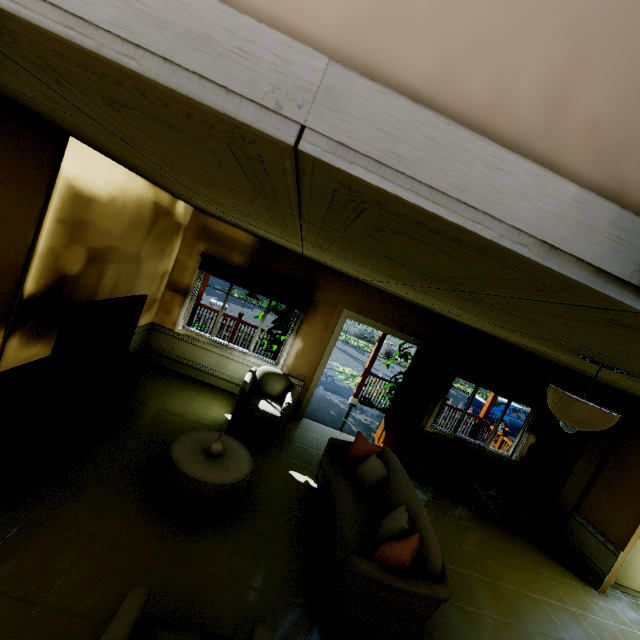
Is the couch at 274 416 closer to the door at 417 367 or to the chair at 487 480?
the door at 417 367

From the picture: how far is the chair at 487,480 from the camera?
5.39m

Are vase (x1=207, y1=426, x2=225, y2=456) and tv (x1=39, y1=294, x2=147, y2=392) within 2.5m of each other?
yes

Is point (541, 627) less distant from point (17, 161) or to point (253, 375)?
point (253, 375)

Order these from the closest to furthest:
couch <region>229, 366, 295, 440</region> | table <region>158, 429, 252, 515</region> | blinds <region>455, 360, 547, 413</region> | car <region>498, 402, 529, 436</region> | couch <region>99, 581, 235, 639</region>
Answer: couch <region>99, 581, 235, 639</region>
table <region>158, 429, 252, 515</region>
couch <region>229, 366, 295, 440</region>
blinds <region>455, 360, 547, 413</region>
car <region>498, 402, 529, 436</region>

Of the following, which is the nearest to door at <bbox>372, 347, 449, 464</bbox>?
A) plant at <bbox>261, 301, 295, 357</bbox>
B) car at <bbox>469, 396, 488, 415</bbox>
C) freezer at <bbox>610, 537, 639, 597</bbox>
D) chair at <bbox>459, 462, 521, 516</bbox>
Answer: chair at <bbox>459, 462, 521, 516</bbox>

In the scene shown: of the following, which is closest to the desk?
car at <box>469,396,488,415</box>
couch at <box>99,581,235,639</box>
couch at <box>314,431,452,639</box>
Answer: couch at <box>314,431,452,639</box>

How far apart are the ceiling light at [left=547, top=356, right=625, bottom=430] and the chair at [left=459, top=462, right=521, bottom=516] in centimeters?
324cm
